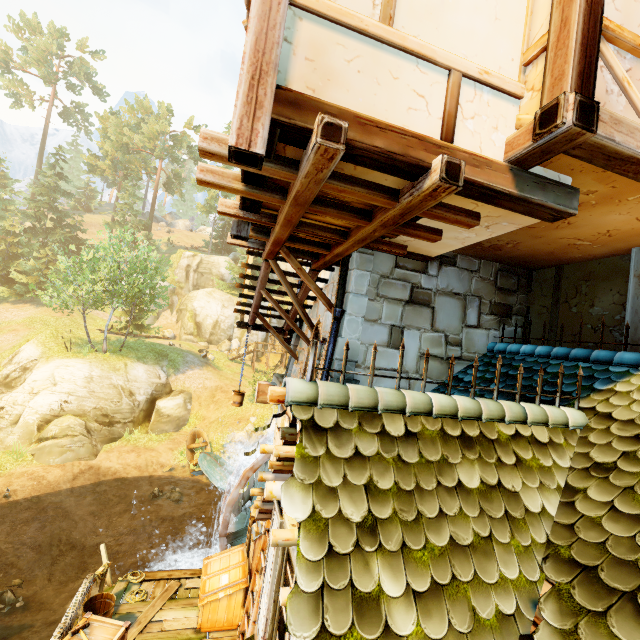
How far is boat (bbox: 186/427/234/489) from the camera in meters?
18.8

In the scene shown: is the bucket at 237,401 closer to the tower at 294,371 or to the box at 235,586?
the tower at 294,371

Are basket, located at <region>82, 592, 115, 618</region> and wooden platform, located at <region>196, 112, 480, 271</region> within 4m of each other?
no

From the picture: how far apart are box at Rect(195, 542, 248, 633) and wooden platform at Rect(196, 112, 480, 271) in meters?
7.3 m

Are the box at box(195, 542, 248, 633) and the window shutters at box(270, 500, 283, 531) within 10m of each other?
yes

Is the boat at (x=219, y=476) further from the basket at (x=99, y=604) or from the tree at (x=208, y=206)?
the basket at (x=99, y=604)

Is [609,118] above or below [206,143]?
above

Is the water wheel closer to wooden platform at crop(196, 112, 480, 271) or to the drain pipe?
the drain pipe
